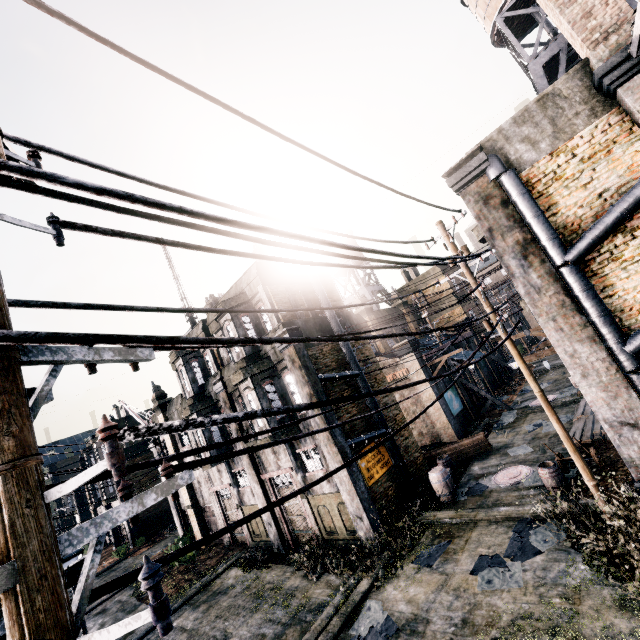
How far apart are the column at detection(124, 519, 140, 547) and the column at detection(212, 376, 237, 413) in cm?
2691

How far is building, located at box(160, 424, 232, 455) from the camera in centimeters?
1973cm

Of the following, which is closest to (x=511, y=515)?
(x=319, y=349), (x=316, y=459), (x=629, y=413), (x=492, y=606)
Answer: (x=492, y=606)

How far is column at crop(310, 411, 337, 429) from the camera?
13.9 meters

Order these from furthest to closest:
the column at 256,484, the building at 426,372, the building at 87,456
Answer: the building at 87,456
the building at 426,372
the column at 256,484

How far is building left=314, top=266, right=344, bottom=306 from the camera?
19.66m

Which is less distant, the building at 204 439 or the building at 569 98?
the building at 569 98

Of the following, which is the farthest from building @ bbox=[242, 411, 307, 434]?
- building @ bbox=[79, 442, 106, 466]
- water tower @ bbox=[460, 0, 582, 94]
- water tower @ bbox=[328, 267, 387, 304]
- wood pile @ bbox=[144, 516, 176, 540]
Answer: building @ bbox=[79, 442, 106, 466]
